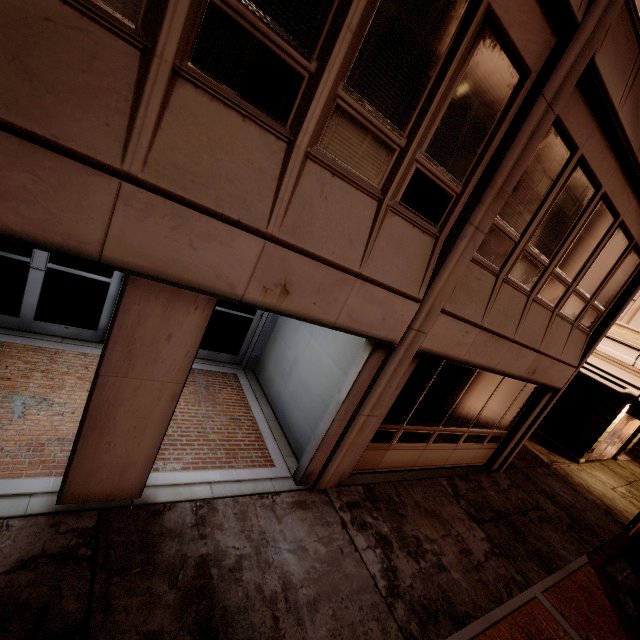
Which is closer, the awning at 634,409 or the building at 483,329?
the building at 483,329

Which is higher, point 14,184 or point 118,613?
point 14,184

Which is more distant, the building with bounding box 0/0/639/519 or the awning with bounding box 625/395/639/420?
the awning with bounding box 625/395/639/420
